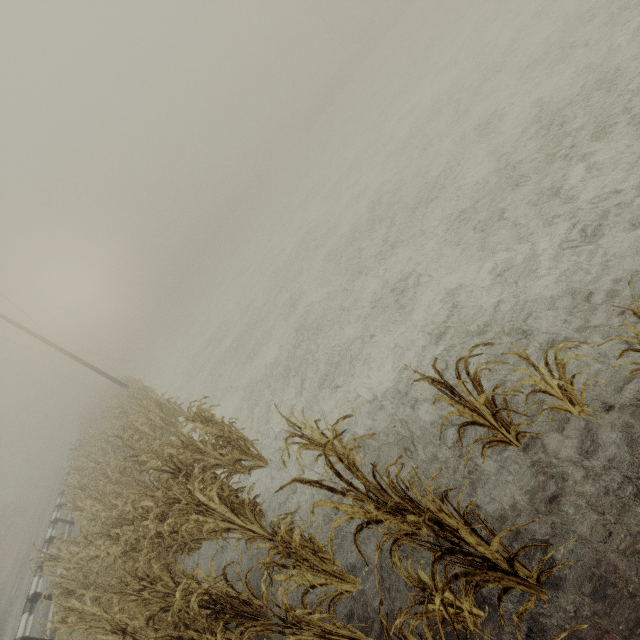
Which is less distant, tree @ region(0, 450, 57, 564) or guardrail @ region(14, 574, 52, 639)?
guardrail @ region(14, 574, 52, 639)

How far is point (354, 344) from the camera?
6.9 meters

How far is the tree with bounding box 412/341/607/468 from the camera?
2.7 meters

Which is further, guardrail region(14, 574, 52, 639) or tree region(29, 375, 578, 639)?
guardrail region(14, 574, 52, 639)

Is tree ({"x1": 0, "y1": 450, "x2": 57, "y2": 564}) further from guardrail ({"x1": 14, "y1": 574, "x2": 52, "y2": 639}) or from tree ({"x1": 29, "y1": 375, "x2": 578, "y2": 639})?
tree ({"x1": 29, "y1": 375, "x2": 578, "y2": 639})

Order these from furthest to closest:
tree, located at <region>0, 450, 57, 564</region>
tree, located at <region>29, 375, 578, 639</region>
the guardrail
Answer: tree, located at <region>0, 450, 57, 564</region> < the guardrail < tree, located at <region>29, 375, 578, 639</region>

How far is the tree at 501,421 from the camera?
2.7m

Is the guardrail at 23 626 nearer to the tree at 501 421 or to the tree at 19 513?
the tree at 501 421
